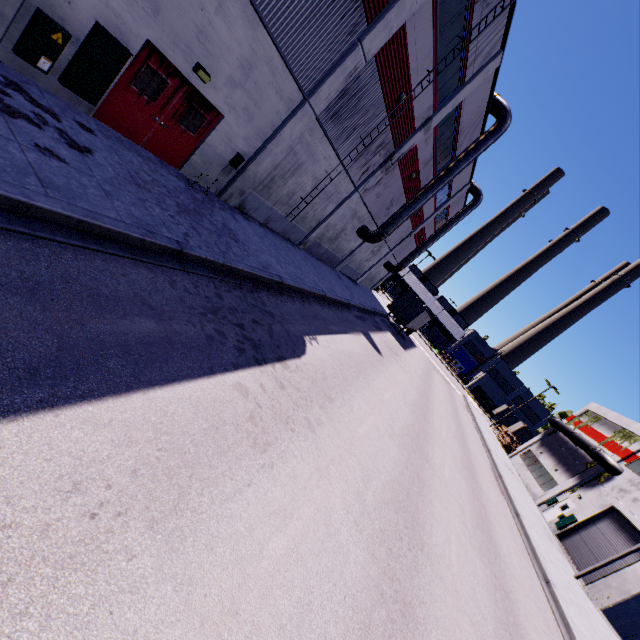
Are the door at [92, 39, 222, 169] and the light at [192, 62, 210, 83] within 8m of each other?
yes

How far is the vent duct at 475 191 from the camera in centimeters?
3422cm

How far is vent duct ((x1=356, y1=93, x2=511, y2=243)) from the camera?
21.4 meters

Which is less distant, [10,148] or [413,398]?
[10,148]

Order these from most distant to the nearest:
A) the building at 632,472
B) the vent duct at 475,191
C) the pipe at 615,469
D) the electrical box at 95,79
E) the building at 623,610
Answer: the vent duct at 475,191 → the pipe at 615,469 → the building at 632,472 → the building at 623,610 → the electrical box at 95,79

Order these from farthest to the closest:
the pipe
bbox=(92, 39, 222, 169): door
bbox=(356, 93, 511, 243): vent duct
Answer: the pipe < bbox=(356, 93, 511, 243): vent duct < bbox=(92, 39, 222, 169): door

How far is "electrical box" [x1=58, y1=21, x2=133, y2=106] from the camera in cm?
696

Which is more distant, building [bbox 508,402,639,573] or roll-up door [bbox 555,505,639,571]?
building [bbox 508,402,639,573]
